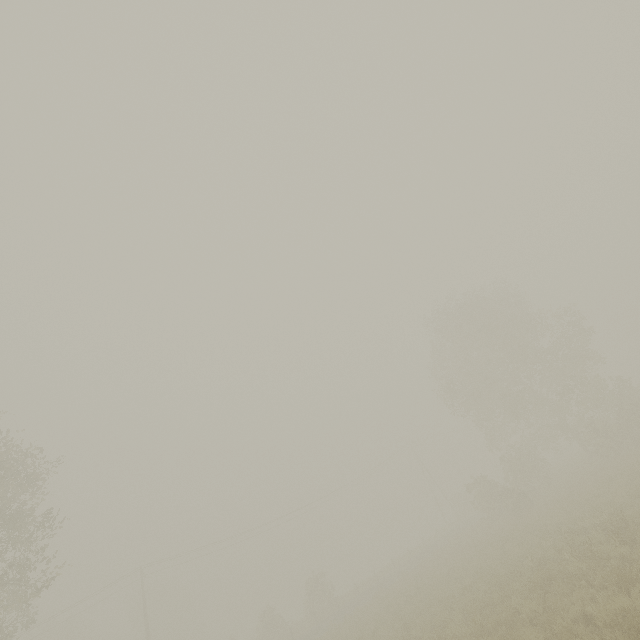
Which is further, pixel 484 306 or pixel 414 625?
pixel 484 306
